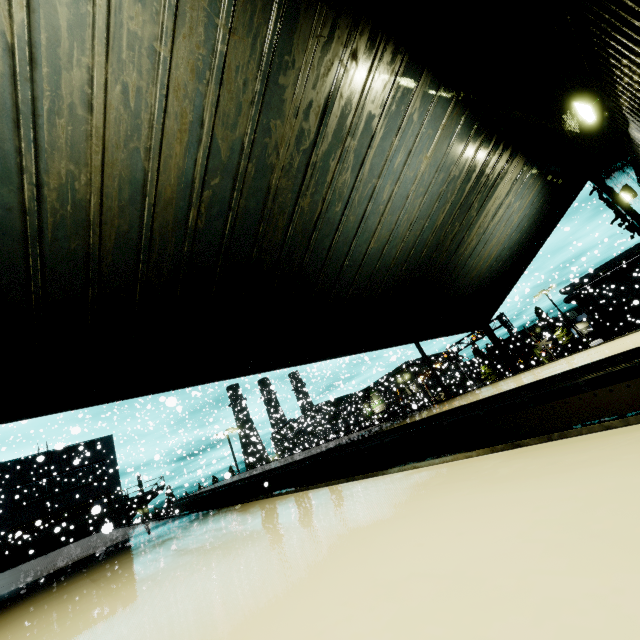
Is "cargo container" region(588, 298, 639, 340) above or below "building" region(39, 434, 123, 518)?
below

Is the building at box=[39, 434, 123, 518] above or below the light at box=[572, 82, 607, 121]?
above

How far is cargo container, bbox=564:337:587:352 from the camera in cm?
5016

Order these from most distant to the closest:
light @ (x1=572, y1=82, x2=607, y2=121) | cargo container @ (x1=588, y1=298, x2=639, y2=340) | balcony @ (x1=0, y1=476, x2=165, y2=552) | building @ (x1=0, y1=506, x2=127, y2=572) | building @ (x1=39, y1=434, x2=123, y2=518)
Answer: cargo container @ (x1=588, y1=298, x2=639, y2=340), building @ (x1=39, y1=434, x2=123, y2=518), building @ (x1=0, y1=506, x2=127, y2=572), balcony @ (x1=0, y1=476, x2=165, y2=552), light @ (x1=572, y1=82, x2=607, y2=121)

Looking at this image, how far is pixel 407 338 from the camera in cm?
955

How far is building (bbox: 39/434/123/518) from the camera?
29.28m

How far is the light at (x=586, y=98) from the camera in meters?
3.6 m

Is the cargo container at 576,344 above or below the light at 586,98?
below
